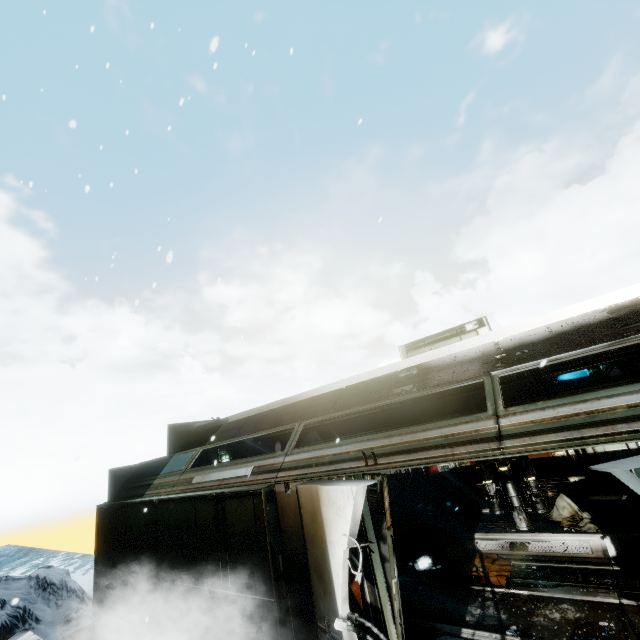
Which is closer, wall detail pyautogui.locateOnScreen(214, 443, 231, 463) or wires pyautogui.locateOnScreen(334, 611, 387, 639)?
wires pyautogui.locateOnScreen(334, 611, 387, 639)

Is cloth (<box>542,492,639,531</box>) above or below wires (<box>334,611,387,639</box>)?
below

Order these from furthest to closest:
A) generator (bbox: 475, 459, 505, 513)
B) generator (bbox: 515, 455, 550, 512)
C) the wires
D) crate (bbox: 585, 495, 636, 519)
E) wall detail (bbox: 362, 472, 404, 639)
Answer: generator (bbox: 475, 459, 505, 513) → generator (bbox: 515, 455, 550, 512) → crate (bbox: 585, 495, 636, 519) → wall detail (bbox: 362, 472, 404, 639) → the wires

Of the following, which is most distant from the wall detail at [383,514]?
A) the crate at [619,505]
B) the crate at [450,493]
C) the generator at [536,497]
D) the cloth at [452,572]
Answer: the crate at [450,493]

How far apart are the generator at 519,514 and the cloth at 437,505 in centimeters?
255cm

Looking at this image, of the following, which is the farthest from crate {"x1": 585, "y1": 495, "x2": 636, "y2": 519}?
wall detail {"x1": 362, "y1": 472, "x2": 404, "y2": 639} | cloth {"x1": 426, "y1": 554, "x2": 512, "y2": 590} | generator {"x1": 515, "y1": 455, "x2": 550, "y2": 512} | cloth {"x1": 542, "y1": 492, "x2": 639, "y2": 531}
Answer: wall detail {"x1": 362, "y1": 472, "x2": 404, "y2": 639}

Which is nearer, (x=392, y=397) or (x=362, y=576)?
(x=362, y=576)

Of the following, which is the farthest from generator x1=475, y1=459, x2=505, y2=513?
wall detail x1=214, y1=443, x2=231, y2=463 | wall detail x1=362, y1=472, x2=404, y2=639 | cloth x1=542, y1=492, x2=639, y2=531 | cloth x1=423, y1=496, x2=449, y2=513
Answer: wall detail x1=214, y1=443, x2=231, y2=463
